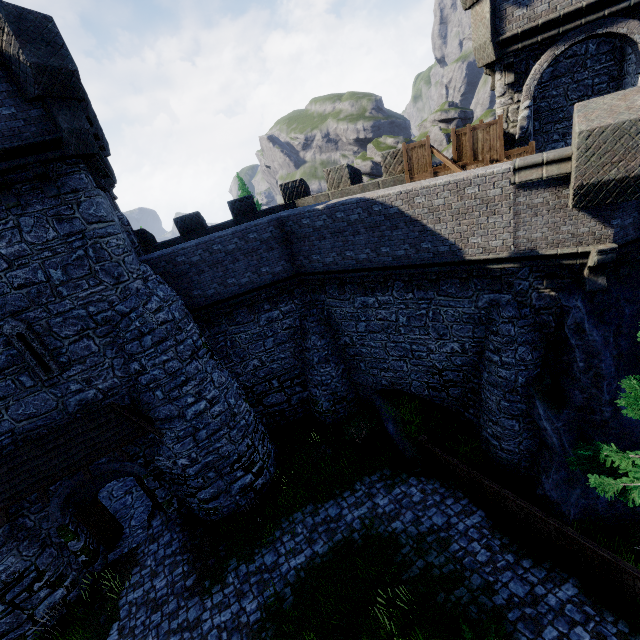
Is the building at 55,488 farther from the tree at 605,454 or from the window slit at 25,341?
the tree at 605,454

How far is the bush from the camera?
15.19m

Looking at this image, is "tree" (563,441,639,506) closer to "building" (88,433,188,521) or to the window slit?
"building" (88,433,188,521)

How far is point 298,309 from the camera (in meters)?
15.47

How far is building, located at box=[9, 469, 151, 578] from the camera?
11.3 meters

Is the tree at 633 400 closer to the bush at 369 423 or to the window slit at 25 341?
the bush at 369 423

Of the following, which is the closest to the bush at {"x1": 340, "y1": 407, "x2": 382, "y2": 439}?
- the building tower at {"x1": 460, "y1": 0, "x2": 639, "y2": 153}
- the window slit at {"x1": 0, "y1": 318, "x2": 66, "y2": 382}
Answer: the building tower at {"x1": 460, "y1": 0, "x2": 639, "y2": 153}
